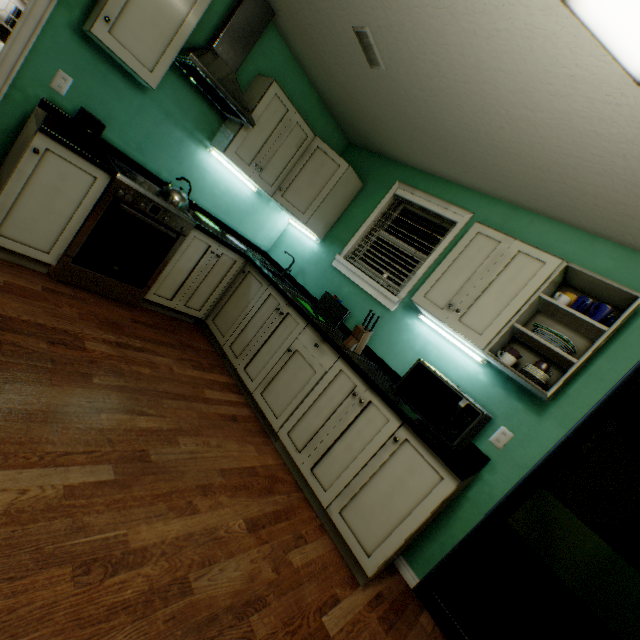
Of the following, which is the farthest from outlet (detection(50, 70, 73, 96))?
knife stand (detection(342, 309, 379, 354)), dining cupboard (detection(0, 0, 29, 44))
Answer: dining cupboard (detection(0, 0, 29, 44))

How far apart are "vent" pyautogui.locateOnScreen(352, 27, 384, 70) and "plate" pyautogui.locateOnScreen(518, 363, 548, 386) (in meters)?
2.10

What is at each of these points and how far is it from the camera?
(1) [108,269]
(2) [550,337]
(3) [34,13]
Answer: (1) cooker stove, 2.3m
(2) plate, 1.8m
(3) door frame, 1.9m

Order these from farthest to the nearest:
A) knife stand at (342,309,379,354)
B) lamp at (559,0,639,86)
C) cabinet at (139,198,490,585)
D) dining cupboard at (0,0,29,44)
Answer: dining cupboard at (0,0,29,44) < knife stand at (342,309,379,354) < cabinet at (139,198,490,585) < lamp at (559,0,639,86)

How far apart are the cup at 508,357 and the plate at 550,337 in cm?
19

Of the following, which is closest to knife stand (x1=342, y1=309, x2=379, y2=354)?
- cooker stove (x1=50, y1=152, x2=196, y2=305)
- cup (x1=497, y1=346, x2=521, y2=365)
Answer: cup (x1=497, y1=346, x2=521, y2=365)

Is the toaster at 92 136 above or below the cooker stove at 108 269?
above

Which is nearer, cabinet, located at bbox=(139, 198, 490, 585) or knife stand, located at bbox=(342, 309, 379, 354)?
cabinet, located at bbox=(139, 198, 490, 585)
